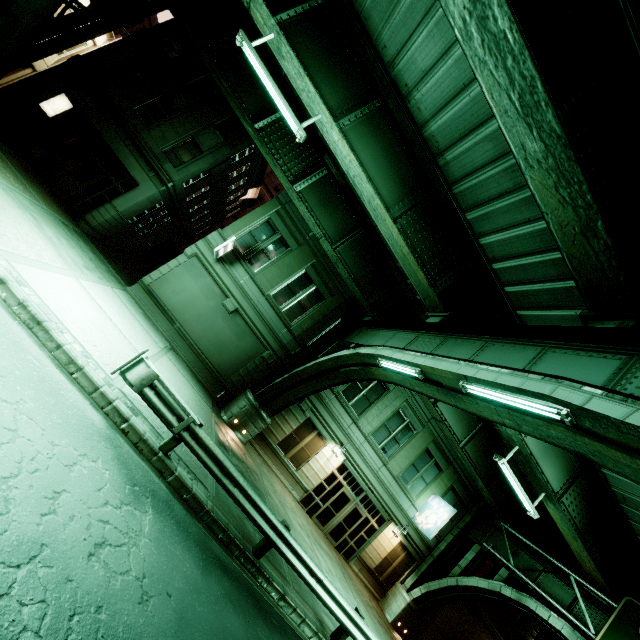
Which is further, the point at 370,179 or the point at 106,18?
the point at 106,18

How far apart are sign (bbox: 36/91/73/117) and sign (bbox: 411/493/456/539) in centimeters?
3081cm

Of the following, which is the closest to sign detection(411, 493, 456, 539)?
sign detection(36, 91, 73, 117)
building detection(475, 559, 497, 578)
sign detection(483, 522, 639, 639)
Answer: sign detection(483, 522, 639, 639)

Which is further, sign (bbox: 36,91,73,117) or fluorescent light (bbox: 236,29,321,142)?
sign (bbox: 36,91,73,117)

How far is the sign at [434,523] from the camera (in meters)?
19.09

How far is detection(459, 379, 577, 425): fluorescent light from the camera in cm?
543

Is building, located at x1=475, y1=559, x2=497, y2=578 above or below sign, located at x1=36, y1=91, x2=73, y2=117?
above

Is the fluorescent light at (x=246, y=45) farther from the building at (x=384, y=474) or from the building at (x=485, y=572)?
the building at (x=485, y=572)
